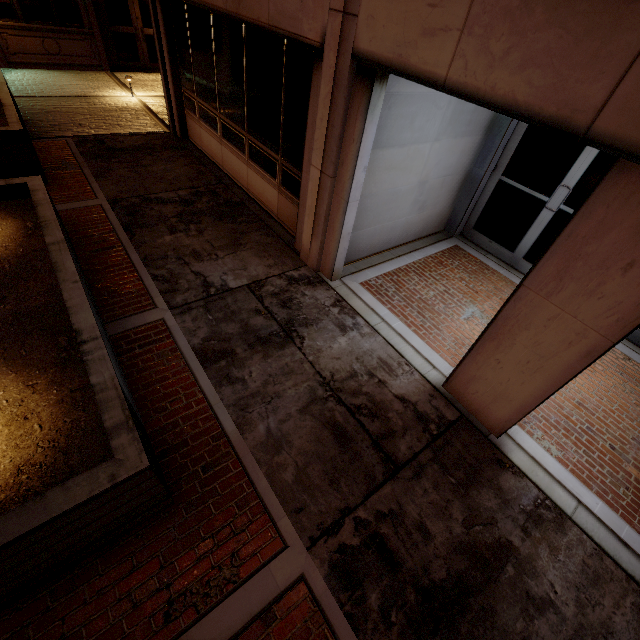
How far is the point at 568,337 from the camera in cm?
291
